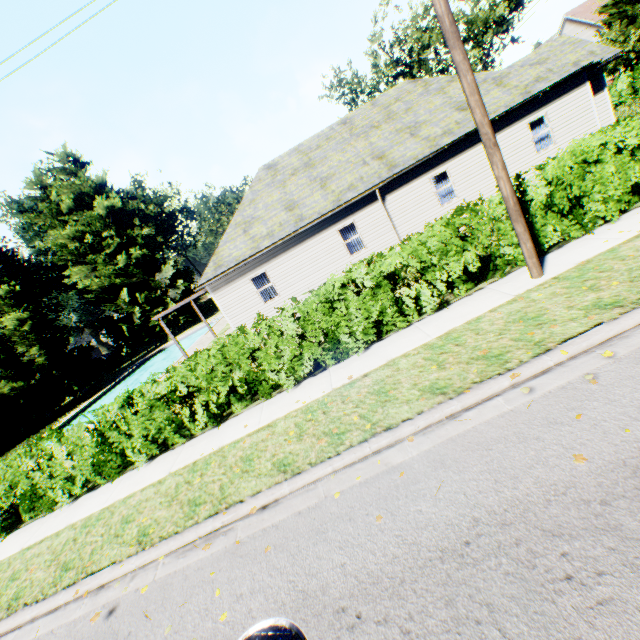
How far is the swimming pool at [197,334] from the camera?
27.7 meters

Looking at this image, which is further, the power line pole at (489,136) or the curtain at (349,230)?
the curtain at (349,230)

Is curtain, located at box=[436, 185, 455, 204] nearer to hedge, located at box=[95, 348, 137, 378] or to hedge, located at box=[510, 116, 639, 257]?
hedge, located at box=[510, 116, 639, 257]

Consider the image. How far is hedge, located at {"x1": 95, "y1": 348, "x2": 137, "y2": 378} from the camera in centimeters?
4305cm

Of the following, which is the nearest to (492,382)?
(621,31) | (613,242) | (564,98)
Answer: (613,242)

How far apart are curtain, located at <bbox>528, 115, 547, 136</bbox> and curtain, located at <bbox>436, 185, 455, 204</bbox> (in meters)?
4.04

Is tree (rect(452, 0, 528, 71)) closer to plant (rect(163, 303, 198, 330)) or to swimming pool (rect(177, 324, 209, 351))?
plant (rect(163, 303, 198, 330))

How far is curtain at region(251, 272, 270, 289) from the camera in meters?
16.5
